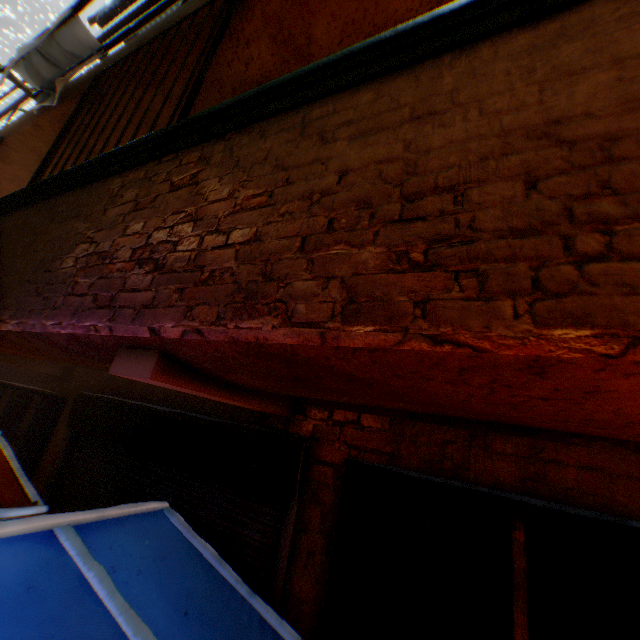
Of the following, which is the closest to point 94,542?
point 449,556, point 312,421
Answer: point 312,421

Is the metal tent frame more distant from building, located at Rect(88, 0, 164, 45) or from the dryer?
the dryer

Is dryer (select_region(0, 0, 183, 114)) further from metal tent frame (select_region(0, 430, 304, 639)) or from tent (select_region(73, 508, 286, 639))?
metal tent frame (select_region(0, 430, 304, 639))

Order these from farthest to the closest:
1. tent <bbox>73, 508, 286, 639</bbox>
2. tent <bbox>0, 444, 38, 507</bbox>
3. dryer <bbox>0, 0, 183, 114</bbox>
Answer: dryer <bbox>0, 0, 183, 114</bbox>, tent <bbox>0, 444, 38, 507</bbox>, tent <bbox>73, 508, 286, 639</bbox>

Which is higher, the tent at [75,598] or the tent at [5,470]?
the tent at [75,598]

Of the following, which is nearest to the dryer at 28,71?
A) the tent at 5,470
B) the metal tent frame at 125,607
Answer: the tent at 5,470

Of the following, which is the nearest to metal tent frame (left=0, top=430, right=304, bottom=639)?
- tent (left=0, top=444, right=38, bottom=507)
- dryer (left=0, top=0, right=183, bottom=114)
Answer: tent (left=0, top=444, right=38, bottom=507)
